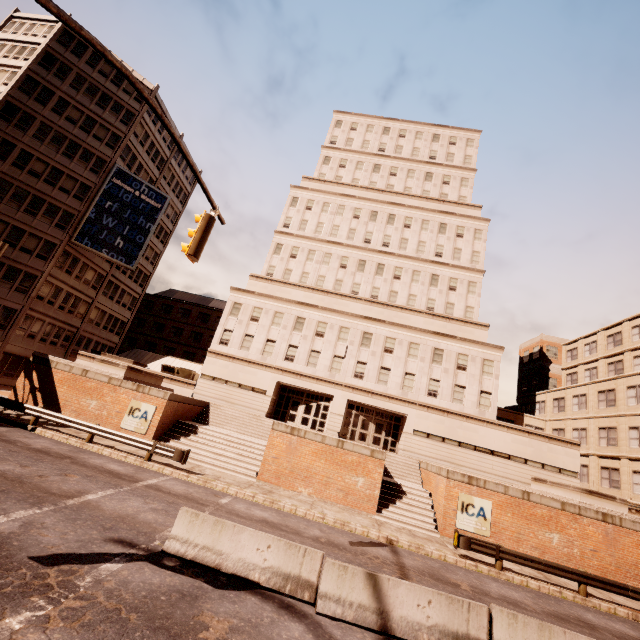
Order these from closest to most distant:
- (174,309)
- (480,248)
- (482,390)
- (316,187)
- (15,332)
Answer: (482,390), (15,332), (480,248), (316,187), (174,309)

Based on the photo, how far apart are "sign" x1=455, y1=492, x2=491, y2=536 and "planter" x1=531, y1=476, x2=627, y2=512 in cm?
544

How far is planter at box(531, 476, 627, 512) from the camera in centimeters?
1817cm

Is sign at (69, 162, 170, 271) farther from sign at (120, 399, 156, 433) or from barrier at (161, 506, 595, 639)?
barrier at (161, 506, 595, 639)

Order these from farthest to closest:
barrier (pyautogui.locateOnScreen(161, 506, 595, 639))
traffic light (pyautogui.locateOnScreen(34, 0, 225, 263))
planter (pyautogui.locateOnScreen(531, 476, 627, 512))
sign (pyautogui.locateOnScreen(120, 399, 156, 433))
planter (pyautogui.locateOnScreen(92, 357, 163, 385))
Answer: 1. planter (pyautogui.locateOnScreen(92, 357, 163, 385))
2. sign (pyautogui.locateOnScreen(120, 399, 156, 433))
3. planter (pyautogui.locateOnScreen(531, 476, 627, 512))
4. barrier (pyautogui.locateOnScreen(161, 506, 595, 639))
5. traffic light (pyautogui.locateOnScreen(34, 0, 225, 263))

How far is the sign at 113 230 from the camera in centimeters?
3500cm

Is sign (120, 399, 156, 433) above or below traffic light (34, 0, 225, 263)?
below

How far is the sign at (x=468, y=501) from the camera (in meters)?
17.20
